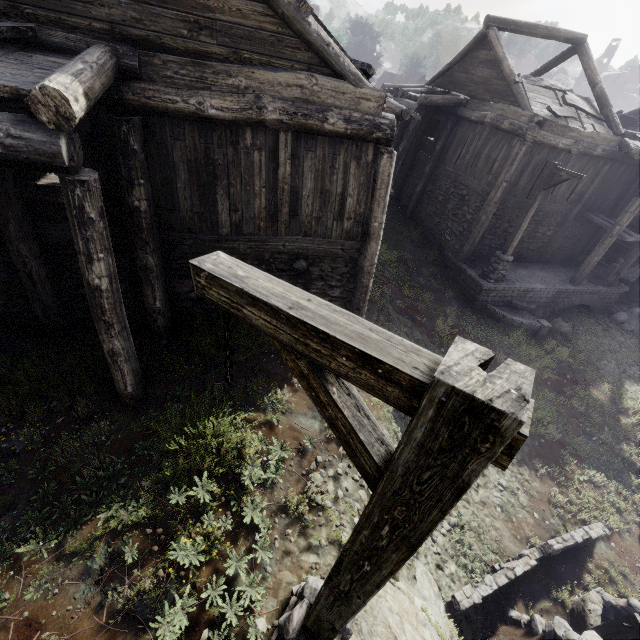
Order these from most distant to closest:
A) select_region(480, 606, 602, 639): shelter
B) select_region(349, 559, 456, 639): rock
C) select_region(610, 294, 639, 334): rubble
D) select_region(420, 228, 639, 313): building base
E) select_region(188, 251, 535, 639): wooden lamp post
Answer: select_region(610, 294, 639, 334): rubble → select_region(420, 228, 639, 313): building base → select_region(480, 606, 602, 639): shelter → select_region(349, 559, 456, 639): rock → select_region(188, 251, 535, 639): wooden lamp post

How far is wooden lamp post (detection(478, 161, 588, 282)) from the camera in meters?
11.0 m

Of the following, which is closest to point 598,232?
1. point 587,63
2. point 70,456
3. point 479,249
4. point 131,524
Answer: point 479,249

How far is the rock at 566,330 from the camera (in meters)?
14.16

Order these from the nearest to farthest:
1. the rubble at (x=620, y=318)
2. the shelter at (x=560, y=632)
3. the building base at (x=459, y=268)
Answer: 1. the shelter at (x=560, y=632)
2. the building base at (x=459, y=268)
3. the rubble at (x=620, y=318)

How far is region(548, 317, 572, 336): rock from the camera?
14.16m

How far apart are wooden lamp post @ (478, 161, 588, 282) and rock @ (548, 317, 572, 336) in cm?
295

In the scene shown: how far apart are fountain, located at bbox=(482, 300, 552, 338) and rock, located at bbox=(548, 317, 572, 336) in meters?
0.3
